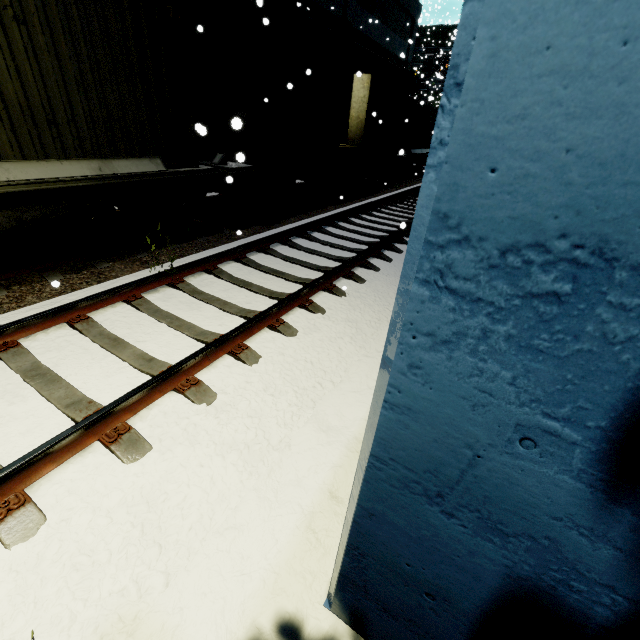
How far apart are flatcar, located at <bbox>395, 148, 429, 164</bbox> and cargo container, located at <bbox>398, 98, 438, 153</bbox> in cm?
0

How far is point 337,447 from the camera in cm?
311

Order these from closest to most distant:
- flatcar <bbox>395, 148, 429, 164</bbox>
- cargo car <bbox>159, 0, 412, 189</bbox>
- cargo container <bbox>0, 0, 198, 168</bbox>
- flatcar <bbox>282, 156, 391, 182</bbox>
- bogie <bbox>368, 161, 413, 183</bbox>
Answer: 1. cargo container <bbox>0, 0, 198, 168</bbox>
2. cargo car <bbox>159, 0, 412, 189</bbox>
3. flatcar <bbox>282, 156, 391, 182</bbox>
4. bogie <bbox>368, 161, 413, 183</bbox>
5. flatcar <bbox>395, 148, 429, 164</bbox>

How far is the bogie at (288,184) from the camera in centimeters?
581cm

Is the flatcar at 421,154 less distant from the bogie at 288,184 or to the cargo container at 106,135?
the cargo container at 106,135

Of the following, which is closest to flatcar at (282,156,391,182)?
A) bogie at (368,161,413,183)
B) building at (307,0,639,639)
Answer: bogie at (368,161,413,183)

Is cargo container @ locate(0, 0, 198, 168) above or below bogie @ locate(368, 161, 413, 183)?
above

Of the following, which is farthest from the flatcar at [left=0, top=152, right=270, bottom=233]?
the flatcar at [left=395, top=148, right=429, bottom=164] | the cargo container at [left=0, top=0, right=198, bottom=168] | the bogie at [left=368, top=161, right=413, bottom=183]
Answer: the flatcar at [left=395, top=148, right=429, bottom=164]
